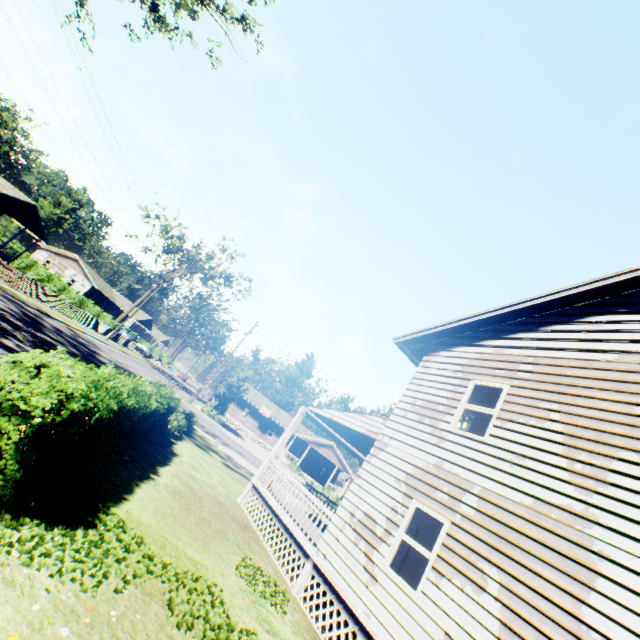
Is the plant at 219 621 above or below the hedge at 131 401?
below

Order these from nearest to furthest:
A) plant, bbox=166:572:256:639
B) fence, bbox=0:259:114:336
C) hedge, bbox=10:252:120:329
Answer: plant, bbox=166:572:256:639 < fence, bbox=0:259:114:336 < hedge, bbox=10:252:120:329

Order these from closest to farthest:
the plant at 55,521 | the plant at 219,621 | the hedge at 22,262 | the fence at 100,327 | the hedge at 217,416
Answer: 1. the plant at 55,521
2. the plant at 219,621
3. the fence at 100,327
4. the hedge at 217,416
5. the hedge at 22,262

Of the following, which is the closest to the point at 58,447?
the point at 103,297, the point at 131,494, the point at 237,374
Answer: the point at 131,494

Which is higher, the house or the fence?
the house

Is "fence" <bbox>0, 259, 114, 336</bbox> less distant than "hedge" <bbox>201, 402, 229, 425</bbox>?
Yes

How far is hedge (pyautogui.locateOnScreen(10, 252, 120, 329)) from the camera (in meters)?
40.94

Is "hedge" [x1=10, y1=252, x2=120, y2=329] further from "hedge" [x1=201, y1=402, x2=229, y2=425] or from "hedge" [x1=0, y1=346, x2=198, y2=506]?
"hedge" [x1=0, y1=346, x2=198, y2=506]
